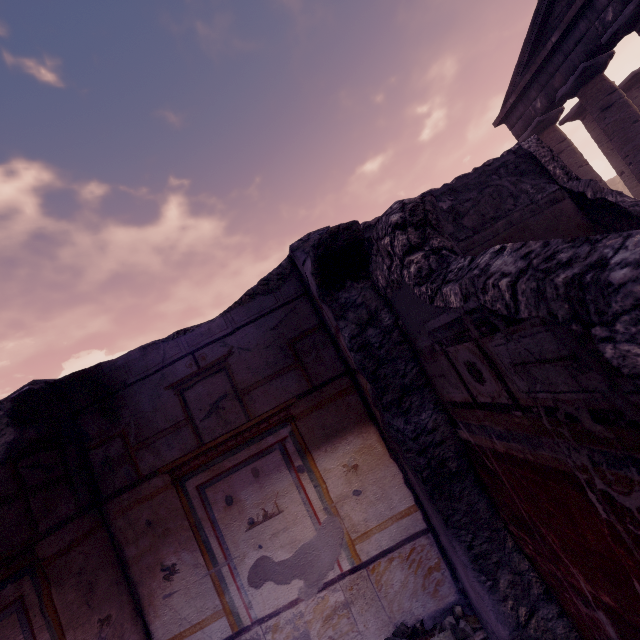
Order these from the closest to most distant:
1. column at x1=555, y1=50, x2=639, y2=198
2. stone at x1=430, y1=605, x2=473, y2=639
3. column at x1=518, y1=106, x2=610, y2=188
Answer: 1. stone at x1=430, y1=605, x2=473, y2=639
2. column at x1=555, y1=50, x2=639, y2=198
3. column at x1=518, y1=106, x2=610, y2=188

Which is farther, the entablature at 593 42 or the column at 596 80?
the column at 596 80

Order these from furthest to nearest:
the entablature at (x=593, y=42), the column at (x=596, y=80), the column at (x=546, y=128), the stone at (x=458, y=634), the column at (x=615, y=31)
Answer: the column at (x=546, y=128) → the column at (x=596, y=80) → the entablature at (x=593, y=42) → the column at (x=615, y=31) → the stone at (x=458, y=634)

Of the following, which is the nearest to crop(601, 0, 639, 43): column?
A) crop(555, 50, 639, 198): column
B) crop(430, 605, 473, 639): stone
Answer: crop(555, 50, 639, 198): column

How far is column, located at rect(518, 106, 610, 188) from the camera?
11.80m

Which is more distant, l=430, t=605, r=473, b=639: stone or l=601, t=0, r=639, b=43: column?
l=601, t=0, r=639, b=43: column

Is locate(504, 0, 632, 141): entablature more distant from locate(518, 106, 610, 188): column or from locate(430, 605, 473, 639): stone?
locate(430, 605, 473, 639): stone

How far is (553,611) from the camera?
1.4m
